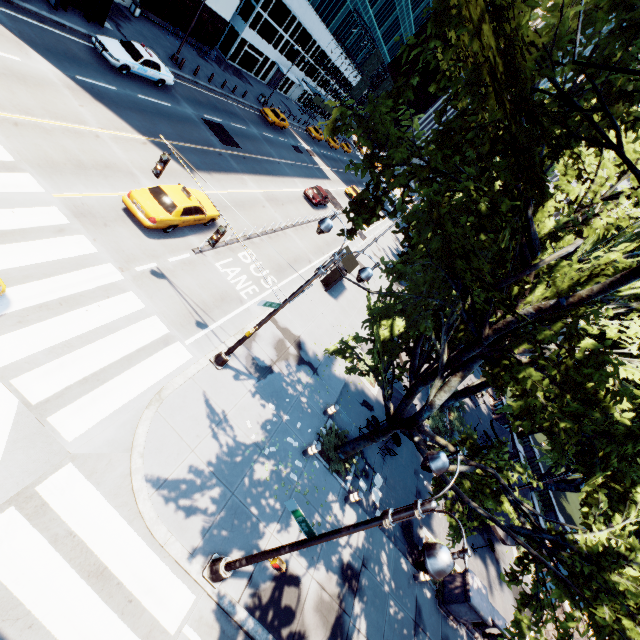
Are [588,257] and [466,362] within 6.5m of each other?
yes

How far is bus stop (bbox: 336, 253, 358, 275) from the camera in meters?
22.4 m

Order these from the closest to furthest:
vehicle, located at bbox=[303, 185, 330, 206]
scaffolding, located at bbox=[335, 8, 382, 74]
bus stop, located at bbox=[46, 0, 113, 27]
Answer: bus stop, located at bbox=[46, 0, 113, 27] → vehicle, located at bbox=[303, 185, 330, 206] → scaffolding, located at bbox=[335, 8, 382, 74]

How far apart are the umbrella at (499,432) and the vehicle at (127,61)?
36.7 meters

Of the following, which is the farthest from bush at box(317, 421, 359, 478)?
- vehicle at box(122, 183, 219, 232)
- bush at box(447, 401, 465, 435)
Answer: bush at box(447, 401, 465, 435)

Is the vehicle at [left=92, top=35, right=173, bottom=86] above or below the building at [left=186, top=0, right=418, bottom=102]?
below

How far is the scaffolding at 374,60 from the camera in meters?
49.2

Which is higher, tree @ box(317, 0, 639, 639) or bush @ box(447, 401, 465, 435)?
tree @ box(317, 0, 639, 639)
